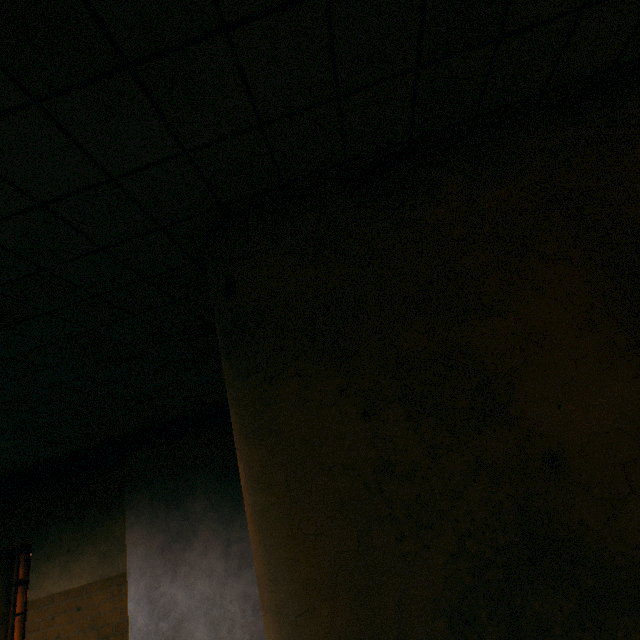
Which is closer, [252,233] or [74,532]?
[252,233]
